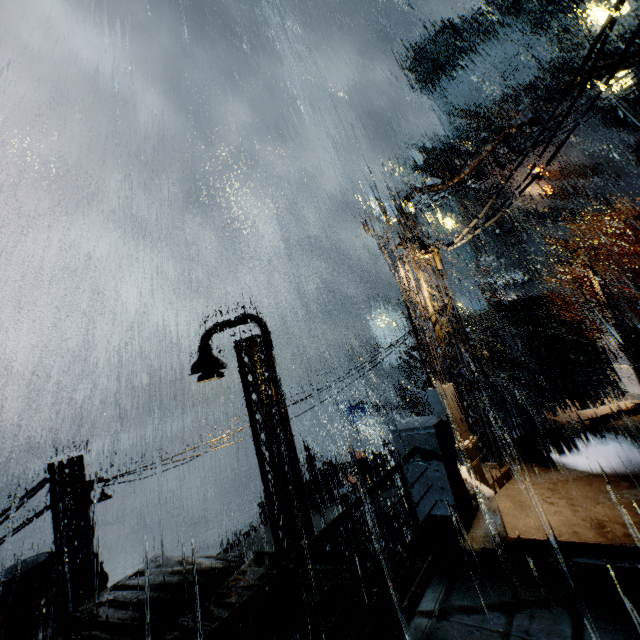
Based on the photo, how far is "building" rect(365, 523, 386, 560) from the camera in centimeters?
649cm

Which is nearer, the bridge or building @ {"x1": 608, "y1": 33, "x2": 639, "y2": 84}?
the bridge

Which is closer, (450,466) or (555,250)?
(450,466)

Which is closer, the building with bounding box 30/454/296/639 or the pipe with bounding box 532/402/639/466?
the building with bounding box 30/454/296/639

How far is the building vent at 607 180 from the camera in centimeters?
3928cm

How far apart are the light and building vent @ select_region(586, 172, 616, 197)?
43.9m

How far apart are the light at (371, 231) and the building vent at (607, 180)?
43.9 meters

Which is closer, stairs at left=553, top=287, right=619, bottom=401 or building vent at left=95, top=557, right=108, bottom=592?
building vent at left=95, top=557, right=108, bottom=592
